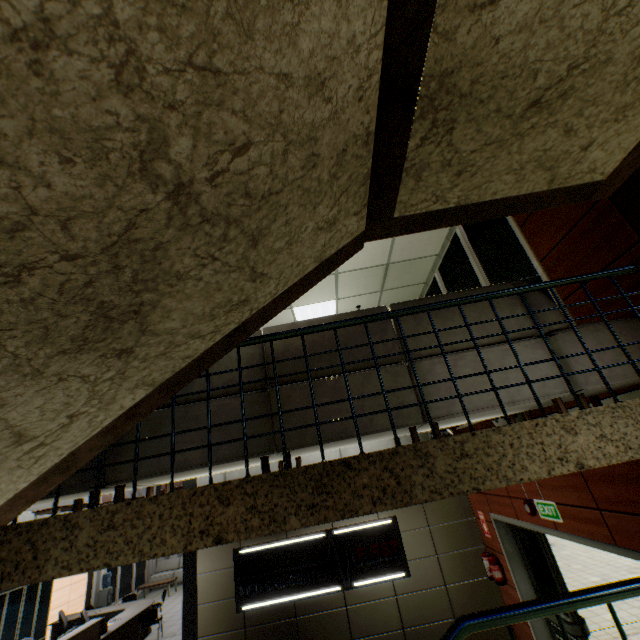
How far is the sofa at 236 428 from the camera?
2.26m

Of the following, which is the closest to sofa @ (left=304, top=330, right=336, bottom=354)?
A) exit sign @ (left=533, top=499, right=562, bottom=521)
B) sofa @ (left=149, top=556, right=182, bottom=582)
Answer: exit sign @ (left=533, top=499, right=562, bottom=521)

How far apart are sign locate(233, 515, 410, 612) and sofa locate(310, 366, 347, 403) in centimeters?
492cm

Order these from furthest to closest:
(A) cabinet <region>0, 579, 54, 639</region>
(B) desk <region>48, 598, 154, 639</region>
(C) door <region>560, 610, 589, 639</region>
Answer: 1. (A) cabinet <region>0, 579, 54, 639</region>
2. (B) desk <region>48, 598, 154, 639</region>
3. (C) door <region>560, 610, 589, 639</region>

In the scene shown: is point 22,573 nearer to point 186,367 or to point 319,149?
point 186,367

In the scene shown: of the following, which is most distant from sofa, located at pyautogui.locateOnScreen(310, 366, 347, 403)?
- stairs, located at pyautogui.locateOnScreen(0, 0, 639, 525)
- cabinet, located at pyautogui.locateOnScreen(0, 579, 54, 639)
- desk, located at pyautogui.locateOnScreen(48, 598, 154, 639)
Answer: cabinet, located at pyautogui.locateOnScreen(0, 579, 54, 639)

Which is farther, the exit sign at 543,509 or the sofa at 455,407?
the exit sign at 543,509

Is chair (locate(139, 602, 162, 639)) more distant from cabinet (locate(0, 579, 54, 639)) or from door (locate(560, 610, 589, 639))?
door (locate(560, 610, 589, 639))
